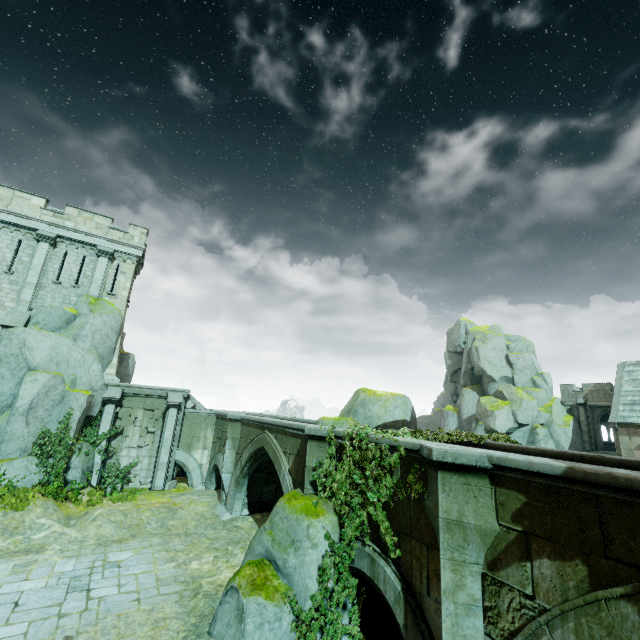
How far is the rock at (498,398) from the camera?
33.88m

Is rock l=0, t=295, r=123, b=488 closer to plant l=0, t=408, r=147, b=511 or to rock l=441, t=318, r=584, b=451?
plant l=0, t=408, r=147, b=511

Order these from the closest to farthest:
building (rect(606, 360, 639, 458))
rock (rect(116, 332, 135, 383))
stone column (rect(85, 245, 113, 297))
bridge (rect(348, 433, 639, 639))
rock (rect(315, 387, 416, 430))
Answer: bridge (rect(348, 433, 639, 639))
rock (rect(315, 387, 416, 430))
stone column (rect(85, 245, 113, 297))
rock (rect(116, 332, 135, 383))
building (rect(606, 360, 639, 458))

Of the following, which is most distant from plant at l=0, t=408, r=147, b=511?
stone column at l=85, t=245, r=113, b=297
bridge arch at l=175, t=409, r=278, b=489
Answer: stone column at l=85, t=245, r=113, b=297

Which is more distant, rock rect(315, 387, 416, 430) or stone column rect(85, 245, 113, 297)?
stone column rect(85, 245, 113, 297)

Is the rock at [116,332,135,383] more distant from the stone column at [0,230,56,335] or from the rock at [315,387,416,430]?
the rock at [315,387,416,430]

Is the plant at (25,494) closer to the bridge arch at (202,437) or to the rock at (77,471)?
the rock at (77,471)

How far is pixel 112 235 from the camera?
21.67m
